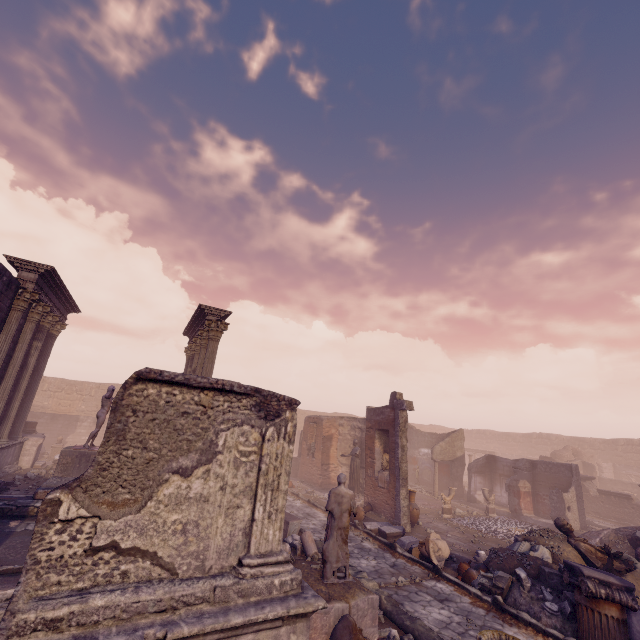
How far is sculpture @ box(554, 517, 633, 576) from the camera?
8.39m

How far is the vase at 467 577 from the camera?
8.3m

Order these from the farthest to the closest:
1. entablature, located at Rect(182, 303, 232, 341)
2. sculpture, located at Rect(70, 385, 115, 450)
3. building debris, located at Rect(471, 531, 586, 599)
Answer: entablature, located at Rect(182, 303, 232, 341)
sculpture, located at Rect(70, 385, 115, 450)
building debris, located at Rect(471, 531, 586, 599)

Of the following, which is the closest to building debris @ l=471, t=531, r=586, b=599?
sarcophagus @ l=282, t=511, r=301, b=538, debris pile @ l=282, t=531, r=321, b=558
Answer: debris pile @ l=282, t=531, r=321, b=558

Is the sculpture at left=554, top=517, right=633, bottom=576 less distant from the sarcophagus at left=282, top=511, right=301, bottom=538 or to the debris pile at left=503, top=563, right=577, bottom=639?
the debris pile at left=503, top=563, right=577, bottom=639

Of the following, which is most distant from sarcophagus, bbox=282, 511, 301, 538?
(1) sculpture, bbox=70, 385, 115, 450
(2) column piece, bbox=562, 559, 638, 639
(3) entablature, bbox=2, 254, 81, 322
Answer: (3) entablature, bbox=2, 254, 81, 322

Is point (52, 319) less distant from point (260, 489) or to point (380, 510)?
point (260, 489)

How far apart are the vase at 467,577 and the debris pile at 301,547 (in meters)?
3.38
